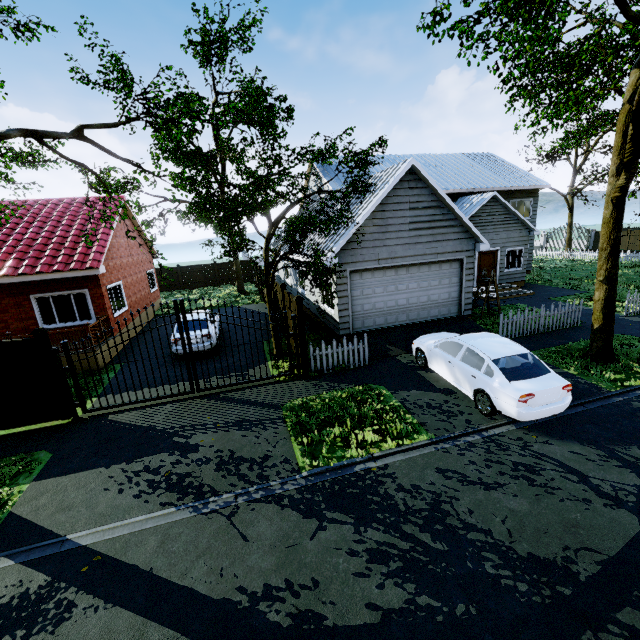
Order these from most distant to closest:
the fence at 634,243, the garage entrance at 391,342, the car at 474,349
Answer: the fence at 634,243 → the garage entrance at 391,342 → the car at 474,349

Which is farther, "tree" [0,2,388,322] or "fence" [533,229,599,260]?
"fence" [533,229,599,260]

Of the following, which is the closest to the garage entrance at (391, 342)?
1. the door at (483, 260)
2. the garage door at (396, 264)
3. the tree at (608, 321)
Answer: the garage door at (396, 264)

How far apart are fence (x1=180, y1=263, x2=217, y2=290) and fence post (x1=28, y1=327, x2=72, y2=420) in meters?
22.8

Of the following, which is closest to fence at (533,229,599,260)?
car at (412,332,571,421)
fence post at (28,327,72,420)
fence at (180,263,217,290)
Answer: fence at (180,263,217,290)

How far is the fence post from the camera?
8.1m

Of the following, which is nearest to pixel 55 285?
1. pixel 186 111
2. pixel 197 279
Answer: pixel 186 111

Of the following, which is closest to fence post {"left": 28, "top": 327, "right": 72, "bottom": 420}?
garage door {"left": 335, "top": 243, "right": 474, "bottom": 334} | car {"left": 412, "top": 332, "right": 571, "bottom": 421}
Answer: garage door {"left": 335, "top": 243, "right": 474, "bottom": 334}
